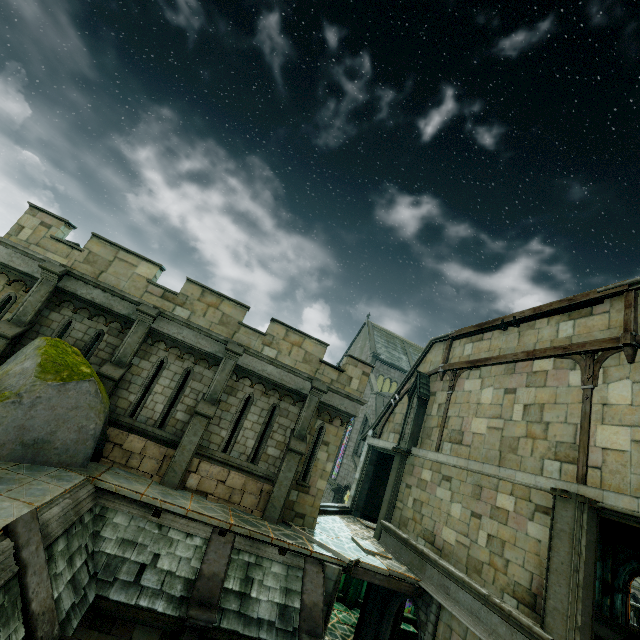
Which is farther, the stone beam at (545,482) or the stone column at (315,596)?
the stone column at (315,596)

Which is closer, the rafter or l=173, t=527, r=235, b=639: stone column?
l=173, t=527, r=235, b=639: stone column

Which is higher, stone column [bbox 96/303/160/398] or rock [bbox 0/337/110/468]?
stone column [bbox 96/303/160/398]

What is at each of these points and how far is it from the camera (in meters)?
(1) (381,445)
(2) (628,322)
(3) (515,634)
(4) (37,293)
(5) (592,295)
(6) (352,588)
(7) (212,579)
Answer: (1) stone beam, 17.50
(2) rafter, 8.91
(3) wall trim, 7.73
(4) stone column, 10.42
(5) wooden beam, 10.21
(6) stone column, 17.66
(7) stone column, 8.20

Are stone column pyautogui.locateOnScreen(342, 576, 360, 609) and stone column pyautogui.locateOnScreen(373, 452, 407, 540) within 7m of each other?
yes

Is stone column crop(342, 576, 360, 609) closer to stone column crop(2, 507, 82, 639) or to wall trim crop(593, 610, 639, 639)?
wall trim crop(593, 610, 639, 639)

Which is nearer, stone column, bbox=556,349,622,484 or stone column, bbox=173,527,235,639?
stone column, bbox=173,527,235,639

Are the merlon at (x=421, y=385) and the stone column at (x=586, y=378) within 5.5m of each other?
no
